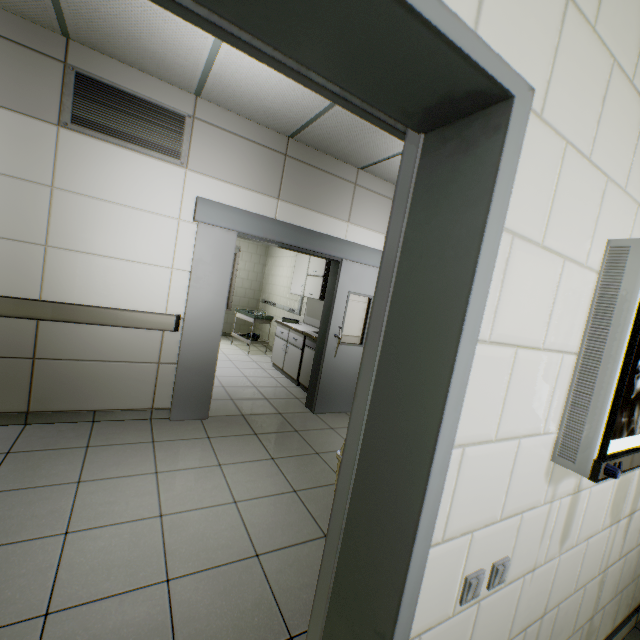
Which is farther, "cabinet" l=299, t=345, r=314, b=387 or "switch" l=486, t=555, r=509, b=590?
"cabinet" l=299, t=345, r=314, b=387

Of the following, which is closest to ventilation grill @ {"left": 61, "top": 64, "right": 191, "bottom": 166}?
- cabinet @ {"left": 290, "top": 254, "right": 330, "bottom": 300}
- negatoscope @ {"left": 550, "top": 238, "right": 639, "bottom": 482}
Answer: cabinet @ {"left": 290, "top": 254, "right": 330, "bottom": 300}

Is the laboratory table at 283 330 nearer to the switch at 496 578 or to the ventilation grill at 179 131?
the ventilation grill at 179 131

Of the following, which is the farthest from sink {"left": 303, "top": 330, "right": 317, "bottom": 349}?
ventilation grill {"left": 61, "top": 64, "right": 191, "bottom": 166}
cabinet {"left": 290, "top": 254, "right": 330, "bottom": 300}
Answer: ventilation grill {"left": 61, "top": 64, "right": 191, "bottom": 166}

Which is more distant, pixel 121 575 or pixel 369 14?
pixel 121 575

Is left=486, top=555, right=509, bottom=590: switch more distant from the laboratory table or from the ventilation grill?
the laboratory table

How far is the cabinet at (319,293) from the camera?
5.4 meters

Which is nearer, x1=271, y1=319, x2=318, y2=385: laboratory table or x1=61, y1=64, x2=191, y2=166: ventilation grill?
x1=61, y1=64, x2=191, y2=166: ventilation grill
